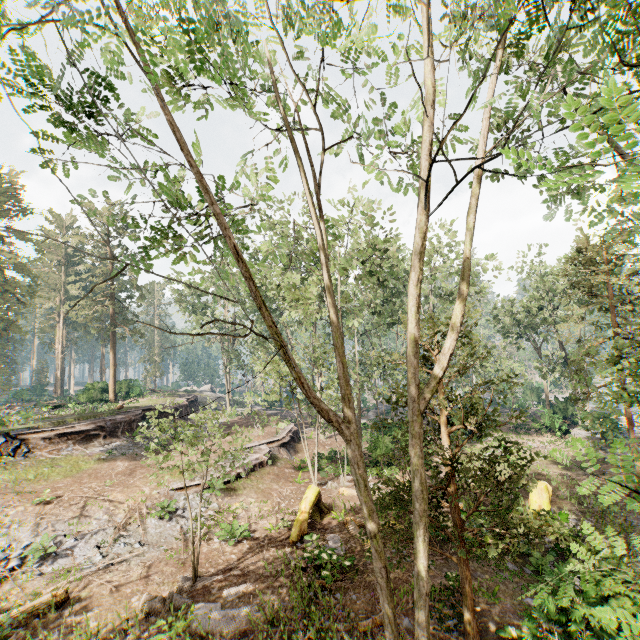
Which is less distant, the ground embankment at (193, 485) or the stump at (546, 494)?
the stump at (546, 494)

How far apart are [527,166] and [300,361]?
20.8m

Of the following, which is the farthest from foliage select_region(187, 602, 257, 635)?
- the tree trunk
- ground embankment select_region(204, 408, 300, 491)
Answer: the tree trunk

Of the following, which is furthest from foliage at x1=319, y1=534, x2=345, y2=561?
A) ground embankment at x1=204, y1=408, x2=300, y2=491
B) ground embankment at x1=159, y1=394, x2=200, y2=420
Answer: ground embankment at x1=159, y1=394, x2=200, y2=420

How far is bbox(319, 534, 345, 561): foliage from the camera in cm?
1153

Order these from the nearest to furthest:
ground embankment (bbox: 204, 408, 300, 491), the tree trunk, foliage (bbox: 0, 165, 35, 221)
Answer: the tree trunk, ground embankment (bbox: 204, 408, 300, 491), foliage (bbox: 0, 165, 35, 221)

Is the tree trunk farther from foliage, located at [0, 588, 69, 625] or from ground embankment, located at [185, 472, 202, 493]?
ground embankment, located at [185, 472, 202, 493]

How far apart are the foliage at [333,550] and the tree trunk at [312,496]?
0.7m
